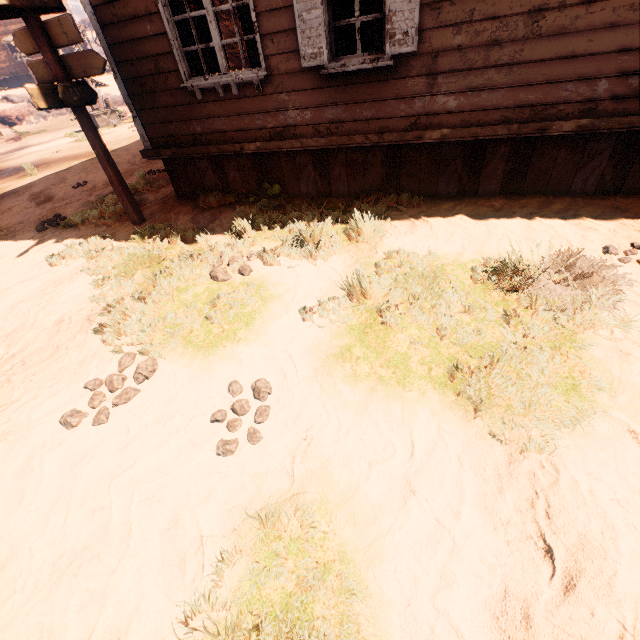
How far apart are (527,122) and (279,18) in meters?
3.4

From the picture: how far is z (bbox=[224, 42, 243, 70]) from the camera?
32.8 meters

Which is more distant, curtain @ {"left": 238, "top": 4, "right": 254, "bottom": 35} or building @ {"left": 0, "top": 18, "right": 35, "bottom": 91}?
building @ {"left": 0, "top": 18, "right": 35, "bottom": 91}

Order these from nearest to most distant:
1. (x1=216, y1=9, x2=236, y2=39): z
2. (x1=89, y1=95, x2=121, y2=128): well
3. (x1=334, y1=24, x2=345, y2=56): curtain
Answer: (x1=334, y1=24, x2=345, y2=56): curtain → (x1=89, y1=95, x2=121, y2=128): well → (x1=216, y1=9, x2=236, y2=39): z

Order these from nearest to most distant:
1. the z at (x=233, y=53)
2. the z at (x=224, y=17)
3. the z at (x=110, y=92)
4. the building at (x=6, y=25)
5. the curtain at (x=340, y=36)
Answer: the curtain at (x=340, y=36) → the z at (x=110, y=92) → the building at (x=6, y=25) → the z at (x=233, y=53) → the z at (x=224, y=17)

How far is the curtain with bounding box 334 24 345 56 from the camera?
4.08m

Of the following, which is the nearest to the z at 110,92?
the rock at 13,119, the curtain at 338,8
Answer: the rock at 13,119

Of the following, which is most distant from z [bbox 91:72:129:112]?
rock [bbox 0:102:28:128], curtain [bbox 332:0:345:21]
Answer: curtain [bbox 332:0:345:21]
